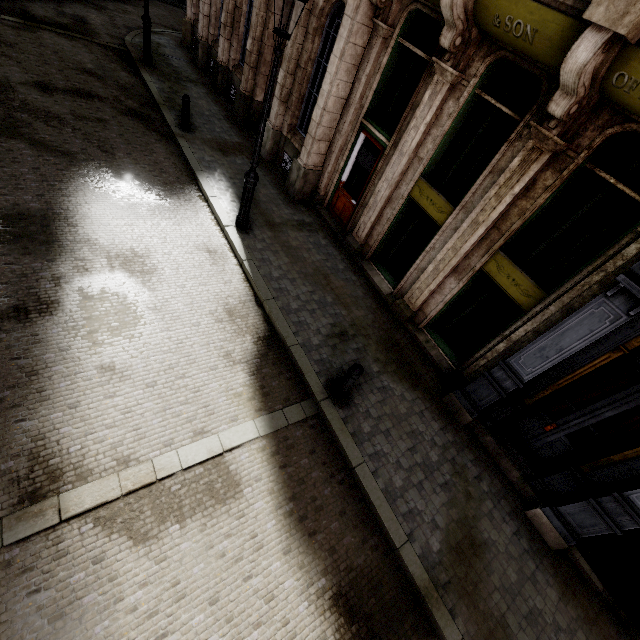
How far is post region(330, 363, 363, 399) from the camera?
5.42m

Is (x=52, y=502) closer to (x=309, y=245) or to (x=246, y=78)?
(x=309, y=245)

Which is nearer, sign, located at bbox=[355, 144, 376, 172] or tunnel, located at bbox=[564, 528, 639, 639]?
tunnel, located at bbox=[564, 528, 639, 639]

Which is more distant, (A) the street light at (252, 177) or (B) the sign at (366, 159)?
(B) the sign at (366, 159)

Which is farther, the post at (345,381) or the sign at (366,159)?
the sign at (366,159)

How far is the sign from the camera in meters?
8.5

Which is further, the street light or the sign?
the sign

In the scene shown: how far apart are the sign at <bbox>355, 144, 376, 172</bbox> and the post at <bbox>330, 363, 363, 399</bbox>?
5.6 meters
